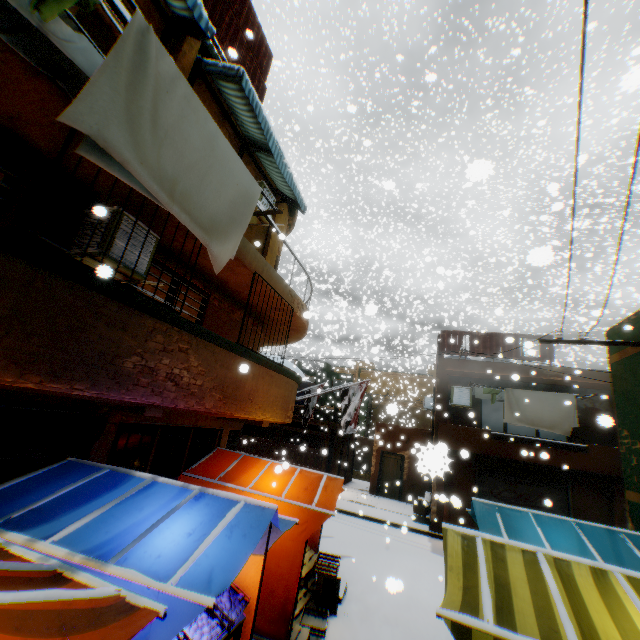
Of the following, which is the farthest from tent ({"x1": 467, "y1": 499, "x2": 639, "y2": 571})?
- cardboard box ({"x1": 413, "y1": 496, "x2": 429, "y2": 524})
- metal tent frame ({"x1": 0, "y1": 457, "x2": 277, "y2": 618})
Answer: cardboard box ({"x1": 413, "y1": 496, "x2": 429, "y2": 524})

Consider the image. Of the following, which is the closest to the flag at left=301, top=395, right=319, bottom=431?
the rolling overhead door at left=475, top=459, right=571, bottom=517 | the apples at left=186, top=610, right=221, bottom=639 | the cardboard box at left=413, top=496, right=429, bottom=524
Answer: the rolling overhead door at left=475, top=459, right=571, bottom=517

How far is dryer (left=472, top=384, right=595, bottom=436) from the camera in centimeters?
1188cm

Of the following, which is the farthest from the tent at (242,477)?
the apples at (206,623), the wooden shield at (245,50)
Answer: the wooden shield at (245,50)

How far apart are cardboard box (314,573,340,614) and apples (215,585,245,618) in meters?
2.5

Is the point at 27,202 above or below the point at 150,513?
above

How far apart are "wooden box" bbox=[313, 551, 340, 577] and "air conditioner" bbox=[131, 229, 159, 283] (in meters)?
6.52

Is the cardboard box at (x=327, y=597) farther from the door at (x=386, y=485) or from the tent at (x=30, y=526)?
the door at (x=386, y=485)
